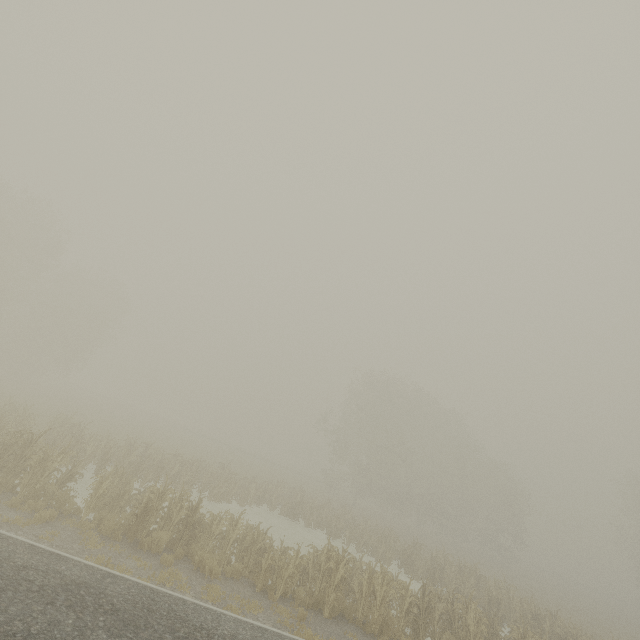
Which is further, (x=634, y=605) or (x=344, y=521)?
(x=634, y=605)

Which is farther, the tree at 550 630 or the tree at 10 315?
the tree at 10 315

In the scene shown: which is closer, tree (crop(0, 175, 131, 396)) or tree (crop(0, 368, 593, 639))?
tree (crop(0, 368, 593, 639))
